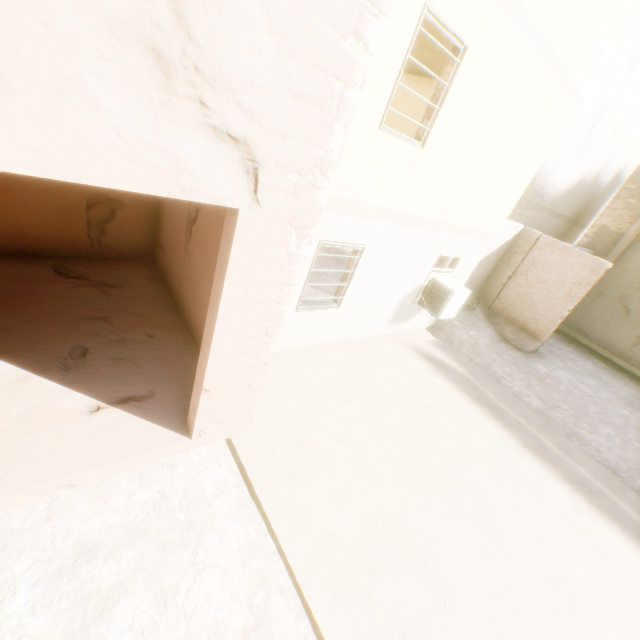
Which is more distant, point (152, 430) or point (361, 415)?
point (361, 415)
